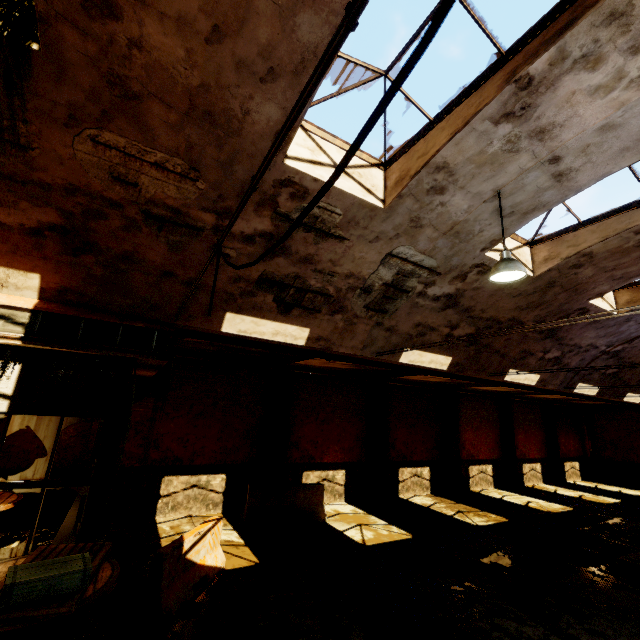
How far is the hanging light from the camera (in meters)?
5.07

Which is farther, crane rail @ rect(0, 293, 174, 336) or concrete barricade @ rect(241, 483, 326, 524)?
concrete barricade @ rect(241, 483, 326, 524)

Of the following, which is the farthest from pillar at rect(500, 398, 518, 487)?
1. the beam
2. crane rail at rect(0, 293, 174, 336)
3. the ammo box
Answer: the ammo box

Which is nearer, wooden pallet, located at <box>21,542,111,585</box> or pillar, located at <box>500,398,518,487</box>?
wooden pallet, located at <box>21,542,111,585</box>

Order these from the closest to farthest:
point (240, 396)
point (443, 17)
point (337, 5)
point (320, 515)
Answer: point (443, 17)
point (337, 5)
point (320, 515)
point (240, 396)

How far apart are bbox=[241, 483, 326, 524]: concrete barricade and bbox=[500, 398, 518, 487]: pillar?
13.0 meters

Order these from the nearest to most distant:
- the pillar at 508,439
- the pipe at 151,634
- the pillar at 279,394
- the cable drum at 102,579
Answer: the cable drum at 102,579 < the pipe at 151,634 < the pillar at 279,394 < the pillar at 508,439

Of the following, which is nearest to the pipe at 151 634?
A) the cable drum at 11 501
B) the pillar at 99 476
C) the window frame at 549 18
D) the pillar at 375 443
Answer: the pillar at 99 476
